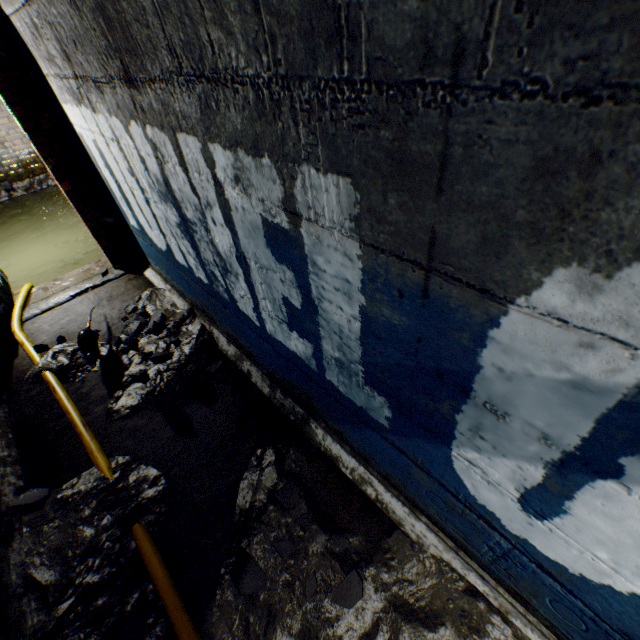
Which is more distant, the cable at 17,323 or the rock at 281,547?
the cable at 17,323

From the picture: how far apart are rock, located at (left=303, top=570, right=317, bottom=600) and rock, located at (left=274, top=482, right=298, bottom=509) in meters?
0.1 m

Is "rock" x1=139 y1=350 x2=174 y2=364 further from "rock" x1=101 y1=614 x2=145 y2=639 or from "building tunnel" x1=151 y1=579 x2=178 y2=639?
"rock" x1=101 y1=614 x2=145 y2=639

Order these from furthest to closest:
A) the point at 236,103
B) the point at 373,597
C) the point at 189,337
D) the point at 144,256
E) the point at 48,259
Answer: the point at 48,259
the point at 144,256
the point at 189,337
the point at 373,597
the point at 236,103

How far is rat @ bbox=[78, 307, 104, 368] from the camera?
2.67m

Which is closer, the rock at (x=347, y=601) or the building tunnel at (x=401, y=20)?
the building tunnel at (x=401, y=20)

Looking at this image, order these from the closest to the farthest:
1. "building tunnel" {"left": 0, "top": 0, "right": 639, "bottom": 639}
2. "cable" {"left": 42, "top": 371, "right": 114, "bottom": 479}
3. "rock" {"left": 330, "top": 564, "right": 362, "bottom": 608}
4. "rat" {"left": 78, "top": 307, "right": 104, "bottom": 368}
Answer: "building tunnel" {"left": 0, "top": 0, "right": 639, "bottom": 639}
"rock" {"left": 330, "top": 564, "right": 362, "bottom": 608}
"cable" {"left": 42, "top": 371, "right": 114, "bottom": 479}
"rat" {"left": 78, "top": 307, "right": 104, "bottom": 368}

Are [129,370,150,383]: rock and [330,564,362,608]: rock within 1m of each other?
no
